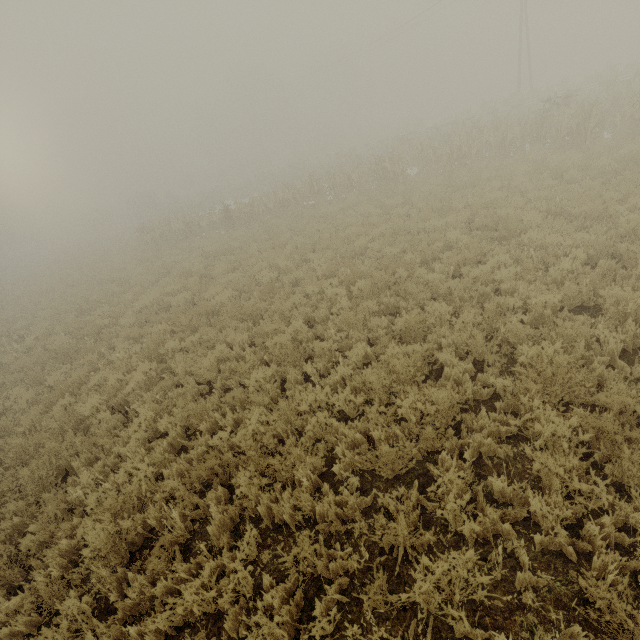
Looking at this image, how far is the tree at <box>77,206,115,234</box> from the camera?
48.81m

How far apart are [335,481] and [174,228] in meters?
23.6 m

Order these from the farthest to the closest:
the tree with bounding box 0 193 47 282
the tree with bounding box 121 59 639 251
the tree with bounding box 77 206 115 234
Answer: the tree with bounding box 77 206 115 234
the tree with bounding box 0 193 47 282
the tree with bounding box 121 59 639 251

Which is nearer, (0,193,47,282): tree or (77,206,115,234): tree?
(0,193,47,282): tree

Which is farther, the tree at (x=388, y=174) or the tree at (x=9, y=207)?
the tree at (x=9, y=207)

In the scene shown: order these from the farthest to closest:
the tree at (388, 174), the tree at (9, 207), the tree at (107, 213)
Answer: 1. the tree at (107, 213)
2. the tree at (9, 207)
3. the tree at (388, 174)

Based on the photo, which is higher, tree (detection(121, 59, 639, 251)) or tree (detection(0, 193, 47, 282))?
tree (detection(0, 193, 47, 282))

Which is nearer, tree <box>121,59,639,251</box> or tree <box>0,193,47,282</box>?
tree <box>121,59,639,251</box>
